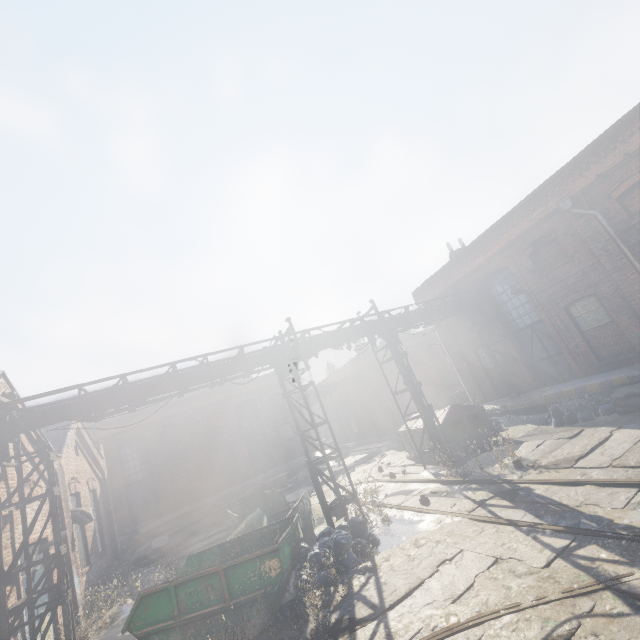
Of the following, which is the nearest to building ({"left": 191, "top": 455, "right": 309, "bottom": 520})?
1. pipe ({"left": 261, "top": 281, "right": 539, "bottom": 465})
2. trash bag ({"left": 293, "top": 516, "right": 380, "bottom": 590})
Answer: pipe ({"left": 261, "top": 281, "right": 539, "bottom": 465})

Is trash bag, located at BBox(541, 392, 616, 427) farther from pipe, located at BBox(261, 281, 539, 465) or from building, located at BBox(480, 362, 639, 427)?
pipe, located at BBox(261, 281, 539, 465)

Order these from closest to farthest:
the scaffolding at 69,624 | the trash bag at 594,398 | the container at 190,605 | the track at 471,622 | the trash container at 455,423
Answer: the track at 471,622
the container at 190,605
the scaffolding at 69,624
the trash bag at 594,398
the trash container at 455,423

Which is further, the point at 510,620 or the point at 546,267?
the point at 546,267

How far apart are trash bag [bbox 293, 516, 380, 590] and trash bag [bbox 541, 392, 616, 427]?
7.88m

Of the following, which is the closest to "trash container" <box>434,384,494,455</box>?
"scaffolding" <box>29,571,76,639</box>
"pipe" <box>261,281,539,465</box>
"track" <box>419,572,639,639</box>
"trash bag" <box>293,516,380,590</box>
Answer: "pipe" <box>261,281,539,465</box>

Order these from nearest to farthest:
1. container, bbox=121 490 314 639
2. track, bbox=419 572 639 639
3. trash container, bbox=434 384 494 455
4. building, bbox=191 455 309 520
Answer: track, bbox=419 572 639 639 → container, bbox=121 490 314 639 → trash container, bbox=434 384 494 455 → building, bbox=191 455 309 520

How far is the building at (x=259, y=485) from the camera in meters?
22.2
